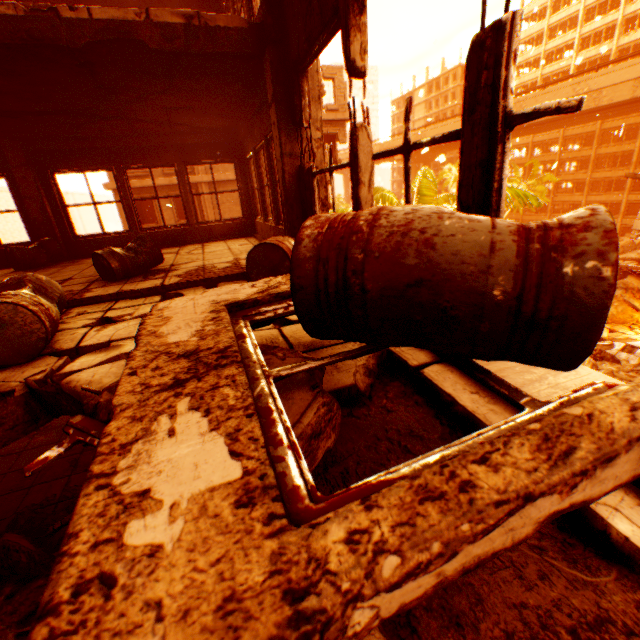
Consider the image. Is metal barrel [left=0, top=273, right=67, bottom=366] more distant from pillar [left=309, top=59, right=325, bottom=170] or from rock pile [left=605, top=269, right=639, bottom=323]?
rock pile [left=605, top=269, right=639, bottom=323]

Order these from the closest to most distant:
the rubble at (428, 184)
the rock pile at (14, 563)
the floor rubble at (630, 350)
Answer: the rock pile at (14, 563) < the rubble at (428, 184) < the floor rubble at (630, 350)

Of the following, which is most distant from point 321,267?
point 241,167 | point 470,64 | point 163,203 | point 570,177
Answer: point 570,177

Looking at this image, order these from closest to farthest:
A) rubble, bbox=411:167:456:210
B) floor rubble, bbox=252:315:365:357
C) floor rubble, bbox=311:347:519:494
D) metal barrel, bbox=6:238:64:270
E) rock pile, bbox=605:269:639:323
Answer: floor rubble, bbox=311:347:519:494, floor rubble, bbox=252:315:365:357, metal barrel, bbox=6:238:64:270, rubble, bbox=411:167:456:210, rock pile, bbox=605:269:639:323

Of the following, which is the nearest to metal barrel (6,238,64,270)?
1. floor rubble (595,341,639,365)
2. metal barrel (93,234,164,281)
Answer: metal barrel (93,234,164,281)

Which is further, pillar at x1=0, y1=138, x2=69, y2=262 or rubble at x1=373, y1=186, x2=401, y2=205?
rubble at x1=373, y1=186, x2=401, y2=205

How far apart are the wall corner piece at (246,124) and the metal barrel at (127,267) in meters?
2.7 m

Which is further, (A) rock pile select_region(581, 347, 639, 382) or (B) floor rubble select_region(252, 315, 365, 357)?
(A) rock pile select_region(581, 347, 639, 382)
